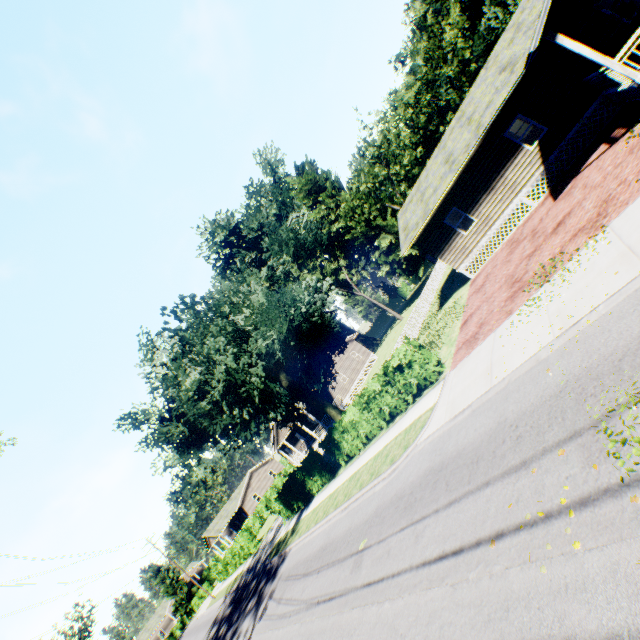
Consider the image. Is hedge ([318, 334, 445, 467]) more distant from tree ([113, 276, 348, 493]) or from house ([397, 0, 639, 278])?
house ([397, 0, 639, 278])

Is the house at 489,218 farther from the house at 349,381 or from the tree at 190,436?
the house at 349,381

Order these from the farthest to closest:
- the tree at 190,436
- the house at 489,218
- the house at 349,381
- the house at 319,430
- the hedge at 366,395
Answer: the house at 349,381, the house at 319,430, the tree at 190,436, the hedge at 366,395, the house at 489,218

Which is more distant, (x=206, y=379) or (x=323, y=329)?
(x=323, y=329)

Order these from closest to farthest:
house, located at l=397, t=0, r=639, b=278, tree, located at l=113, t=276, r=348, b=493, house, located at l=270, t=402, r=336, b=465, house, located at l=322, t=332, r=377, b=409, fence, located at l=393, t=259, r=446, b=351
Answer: house, located at l=397, t=0, r=639, b=278, tree, located at l=113, t=276, r=348, b=493, fence, located at l=393, t=259, r=446, b=351, house, located at l=270, t=402, r=336, b=465, house, located at l=322, t=332, r=377, b=409

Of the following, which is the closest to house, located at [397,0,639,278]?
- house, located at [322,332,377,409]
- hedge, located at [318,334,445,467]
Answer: hedge, located at [318,334,445,467]

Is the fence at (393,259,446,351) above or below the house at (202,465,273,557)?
below

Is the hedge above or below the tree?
below
